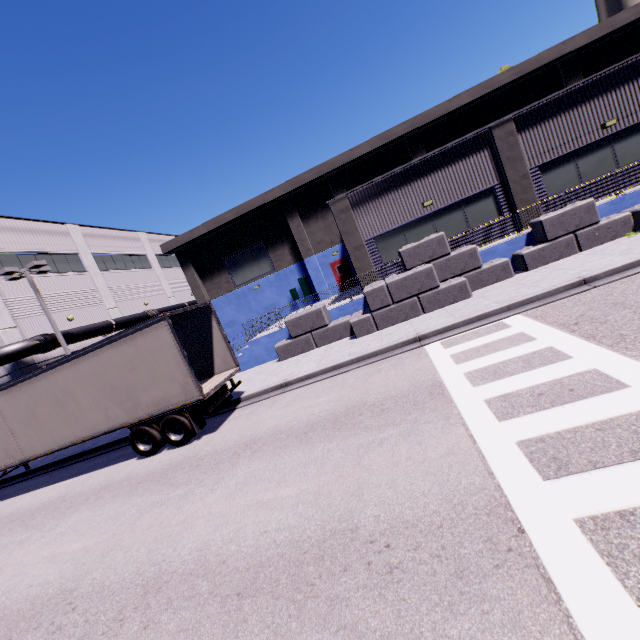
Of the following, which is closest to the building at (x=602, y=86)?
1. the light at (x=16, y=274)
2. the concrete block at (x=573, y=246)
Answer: the concrete block at (x=573, y=246)

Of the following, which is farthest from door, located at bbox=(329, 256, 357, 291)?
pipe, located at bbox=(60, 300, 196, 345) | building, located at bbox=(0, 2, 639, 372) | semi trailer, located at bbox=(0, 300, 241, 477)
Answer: pipe, located at bbox=(60, 300, 196, 345)

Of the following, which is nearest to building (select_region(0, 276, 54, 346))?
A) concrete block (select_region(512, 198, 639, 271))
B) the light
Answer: concrete block (select_region(512, 198, 639, 271))

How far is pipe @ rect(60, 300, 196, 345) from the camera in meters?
21.6 m

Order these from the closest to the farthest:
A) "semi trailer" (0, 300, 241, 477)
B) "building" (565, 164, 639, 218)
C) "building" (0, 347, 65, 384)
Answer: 1. "semi trailer" (0, 300, 241, 477)
2. "building" (565, 164, 639, 218)
3. "building" (0, 347, 65, 384)

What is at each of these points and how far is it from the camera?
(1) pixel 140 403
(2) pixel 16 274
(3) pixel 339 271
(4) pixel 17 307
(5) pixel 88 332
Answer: (1) semi trailer, 10.09m
(2) light, 18.16m
(3) door, 25.17m
(4) building, 20.41m
(5) pipe, 22.62m

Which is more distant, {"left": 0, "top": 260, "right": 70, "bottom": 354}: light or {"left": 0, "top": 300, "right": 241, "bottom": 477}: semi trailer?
{"left": 0, "top": 260, "right": 70, "bottom": 354}: light

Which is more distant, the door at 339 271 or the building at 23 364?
the door at 339 271
